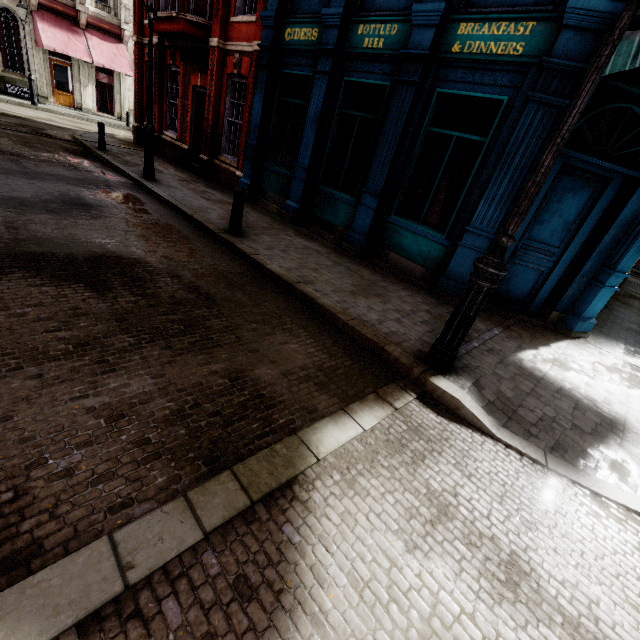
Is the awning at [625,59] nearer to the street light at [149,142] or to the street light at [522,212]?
the street light at [522,212]

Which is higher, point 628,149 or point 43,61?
point 628,149

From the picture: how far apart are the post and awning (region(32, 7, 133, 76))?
23.3m

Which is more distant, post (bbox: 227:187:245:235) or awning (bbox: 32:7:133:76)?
awning (bbox: 32:7:133:76)

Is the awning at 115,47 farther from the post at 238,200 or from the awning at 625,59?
the awning at 625,59

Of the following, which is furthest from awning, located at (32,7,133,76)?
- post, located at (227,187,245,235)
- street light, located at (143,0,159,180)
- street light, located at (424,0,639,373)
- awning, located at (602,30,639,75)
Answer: street light, located at (424,0,639,373)

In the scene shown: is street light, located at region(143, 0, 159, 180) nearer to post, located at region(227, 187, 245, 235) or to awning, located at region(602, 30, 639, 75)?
post, located at region(227, 187, 245, 235)

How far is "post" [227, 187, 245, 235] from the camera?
6.4 meters
